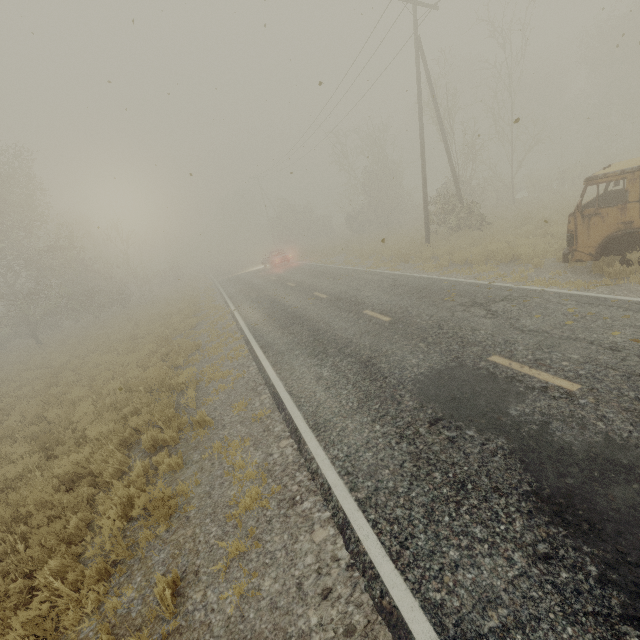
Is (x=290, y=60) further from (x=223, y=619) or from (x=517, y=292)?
(x=223, y=619)

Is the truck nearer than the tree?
Yes

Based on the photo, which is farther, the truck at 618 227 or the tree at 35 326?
the tree at 35 326
